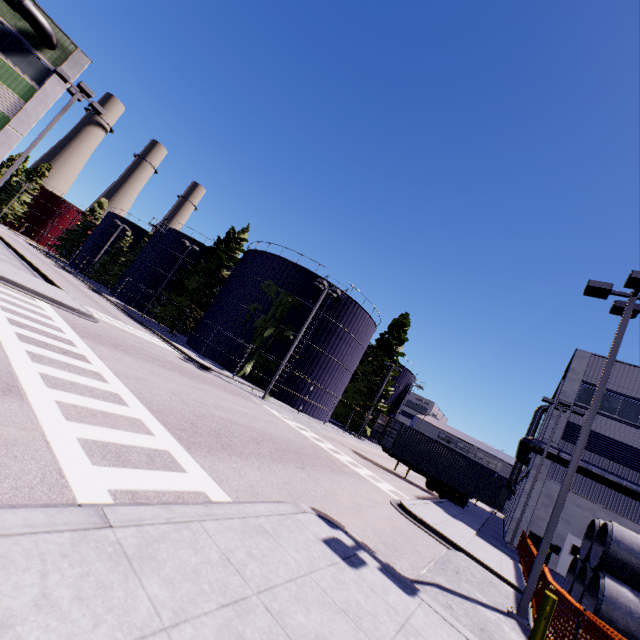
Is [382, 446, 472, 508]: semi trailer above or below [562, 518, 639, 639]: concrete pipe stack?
below

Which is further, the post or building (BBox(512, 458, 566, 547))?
building (BBox(512, 458, 566, 547))

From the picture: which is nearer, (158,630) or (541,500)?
(158,630)

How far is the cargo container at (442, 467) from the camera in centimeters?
2483cm

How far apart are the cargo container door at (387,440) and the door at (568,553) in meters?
11.9

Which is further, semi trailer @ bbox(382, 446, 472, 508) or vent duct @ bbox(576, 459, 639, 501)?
semi trailer @ bbox(382, 446, 472, 508)

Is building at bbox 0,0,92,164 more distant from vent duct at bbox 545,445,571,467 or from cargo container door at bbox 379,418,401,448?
cargo container door at bbox 379,418,401,448
